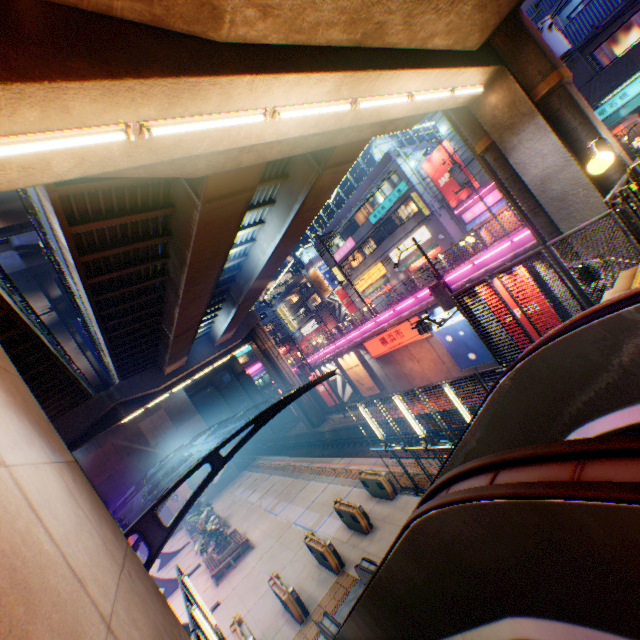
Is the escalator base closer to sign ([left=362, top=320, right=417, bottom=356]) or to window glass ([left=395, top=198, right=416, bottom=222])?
sign ([left=362, top=320, right=417, bottom=356])

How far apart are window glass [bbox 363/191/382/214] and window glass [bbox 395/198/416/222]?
1.3m

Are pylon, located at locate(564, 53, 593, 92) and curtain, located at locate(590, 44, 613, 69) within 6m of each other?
yes

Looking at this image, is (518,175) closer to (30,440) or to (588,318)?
(588,318)

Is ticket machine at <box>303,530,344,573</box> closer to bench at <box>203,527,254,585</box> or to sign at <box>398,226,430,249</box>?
bench at <box>203,527,254,585</box>

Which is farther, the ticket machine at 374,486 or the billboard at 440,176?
the billboard at 440,176

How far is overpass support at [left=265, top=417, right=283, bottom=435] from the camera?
48.2 meters

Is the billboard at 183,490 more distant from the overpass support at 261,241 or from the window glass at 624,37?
the window glass at 624,37
